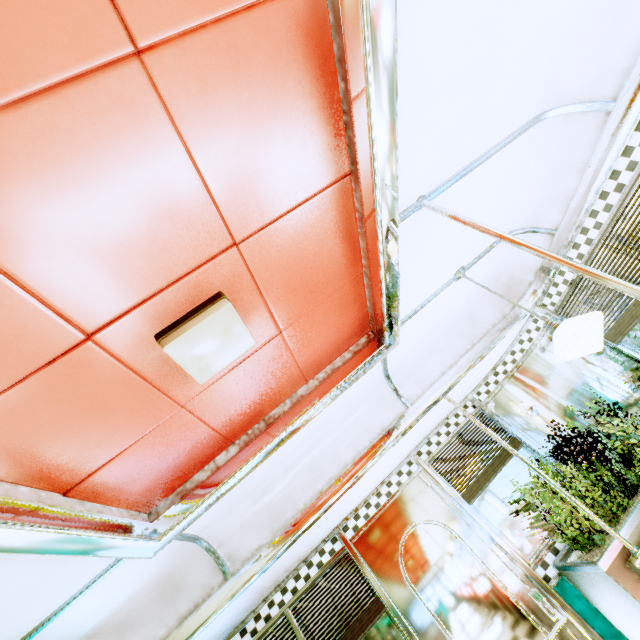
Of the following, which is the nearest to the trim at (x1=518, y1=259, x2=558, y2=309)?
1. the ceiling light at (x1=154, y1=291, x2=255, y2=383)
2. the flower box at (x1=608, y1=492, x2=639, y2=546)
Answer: the ceiling light at (x1=154, y1=291, x2=255, y2=383)

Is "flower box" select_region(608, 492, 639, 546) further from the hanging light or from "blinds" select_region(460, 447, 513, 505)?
the hanging light

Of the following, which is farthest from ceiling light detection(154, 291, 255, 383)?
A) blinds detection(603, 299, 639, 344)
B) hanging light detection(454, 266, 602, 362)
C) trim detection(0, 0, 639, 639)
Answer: blinds detection(603, 299, 639, 344)

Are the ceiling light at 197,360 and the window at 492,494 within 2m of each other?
no

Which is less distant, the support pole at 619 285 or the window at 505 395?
the support pole at 619 285

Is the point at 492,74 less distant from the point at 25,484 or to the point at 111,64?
the point at 111,64

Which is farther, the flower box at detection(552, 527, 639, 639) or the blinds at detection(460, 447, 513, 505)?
the blinds at detection(460, 447, 513, 505)

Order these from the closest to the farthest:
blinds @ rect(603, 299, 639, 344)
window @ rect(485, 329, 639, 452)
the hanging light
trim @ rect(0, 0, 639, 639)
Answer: trim @ rect(0, 0, 639, 639)
the hanging light
blinds @ rect(603, 299, 639, 344)
window @ rect(485, 329, 639, 452)
